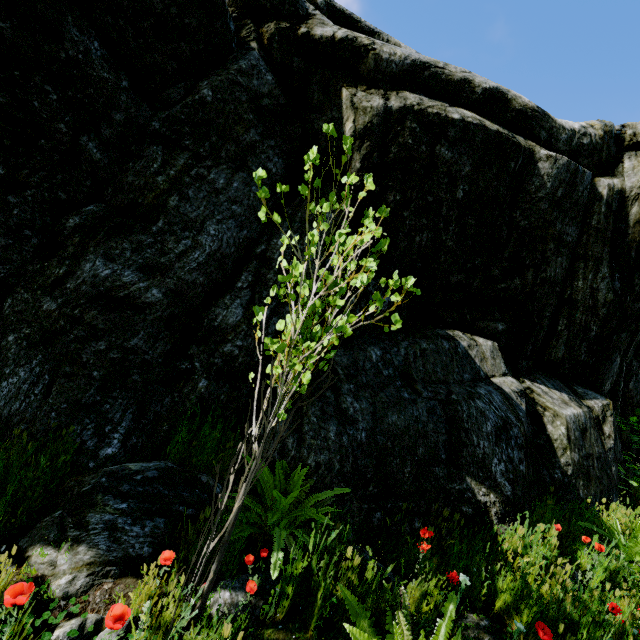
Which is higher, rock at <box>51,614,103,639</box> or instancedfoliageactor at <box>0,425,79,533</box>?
instancedfoliageactor at <box>0,425,79,533</box>

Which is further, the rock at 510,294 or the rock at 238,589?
the rock at 510,294

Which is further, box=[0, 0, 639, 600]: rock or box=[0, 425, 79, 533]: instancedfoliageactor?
box=[0, 0, 639, 600]: rock

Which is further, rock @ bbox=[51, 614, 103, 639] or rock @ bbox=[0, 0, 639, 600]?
rock @ bbox=[0, 0, 639, 600]

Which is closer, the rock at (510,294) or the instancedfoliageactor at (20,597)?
the instancedfoliageactor at (20,597)

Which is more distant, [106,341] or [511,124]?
[511,124]

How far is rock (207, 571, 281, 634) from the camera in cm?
203
